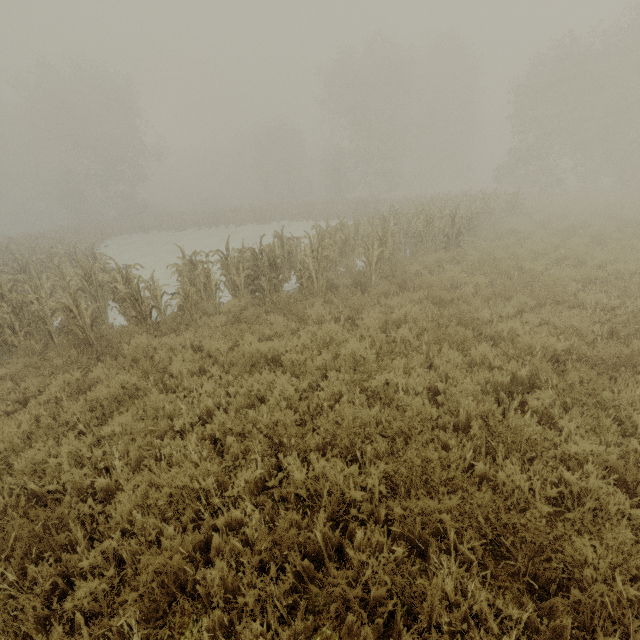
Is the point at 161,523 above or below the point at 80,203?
below
